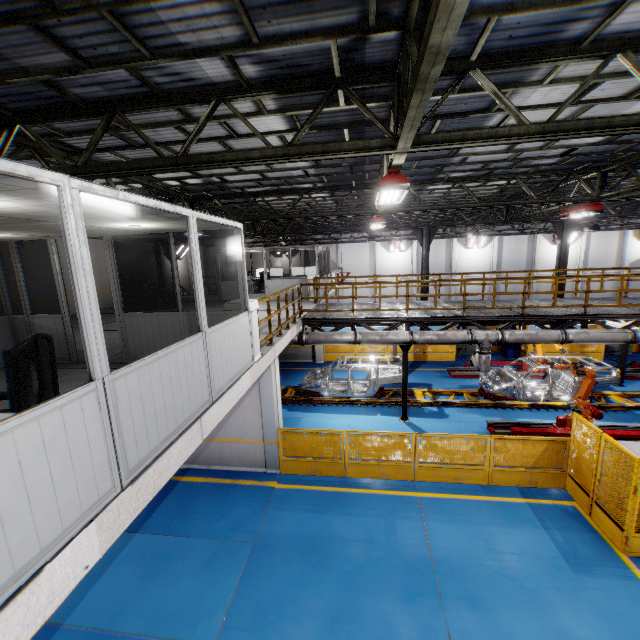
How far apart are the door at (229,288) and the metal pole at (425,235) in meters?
10.3 m

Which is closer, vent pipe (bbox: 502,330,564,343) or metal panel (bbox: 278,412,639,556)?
metal panel (bbox: 278,412,639,556)

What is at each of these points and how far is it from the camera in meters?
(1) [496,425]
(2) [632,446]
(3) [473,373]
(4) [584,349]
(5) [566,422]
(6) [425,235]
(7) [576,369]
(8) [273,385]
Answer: (1) metal platform, 11.6 m
(2) cabinet, 6.9 m
(3) metal platform, 16.4 m
(4) metal panel, 18.3 m
(5) robot arm, 10.9 m
(6) metal pole, 19.2 m
(7) robot arm, 11.0 m
(8) cement column, 9.3 m

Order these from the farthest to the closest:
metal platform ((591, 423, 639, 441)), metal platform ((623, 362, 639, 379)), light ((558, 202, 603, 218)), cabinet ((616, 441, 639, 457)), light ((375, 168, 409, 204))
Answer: metal platform ((623, 362, 639, 379)) → light ((558, 202, 603, 218)) → metal platform ((591, 423, 639, 441)) → cabinet ((616, 441, 639, 457)) → light ((375, 168, 409, 204))

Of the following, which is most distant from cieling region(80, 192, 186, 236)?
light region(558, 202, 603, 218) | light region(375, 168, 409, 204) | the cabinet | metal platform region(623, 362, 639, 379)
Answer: metal platform region(623, 362, 639, 379)

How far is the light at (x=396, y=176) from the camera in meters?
6.0 m

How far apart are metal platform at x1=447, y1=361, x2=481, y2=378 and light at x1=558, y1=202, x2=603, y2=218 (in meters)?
7.42

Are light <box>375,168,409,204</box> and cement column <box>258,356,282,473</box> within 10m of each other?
yes
